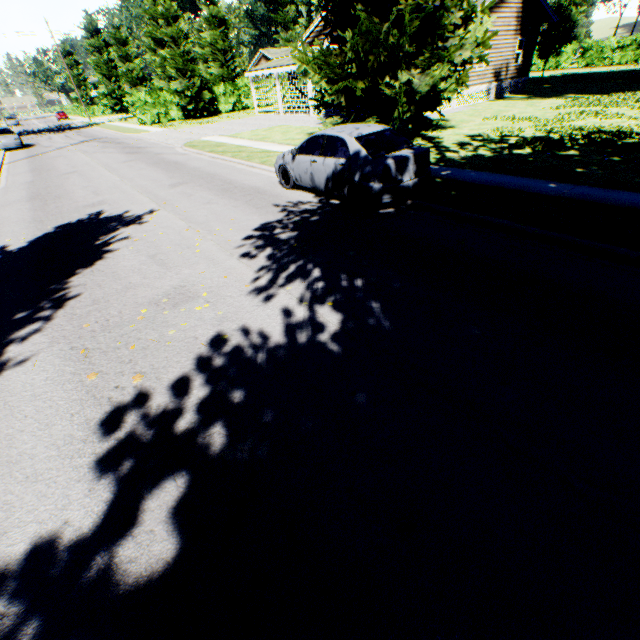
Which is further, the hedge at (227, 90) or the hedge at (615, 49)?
the hedge at (615, 49)

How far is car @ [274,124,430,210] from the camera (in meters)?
7.14

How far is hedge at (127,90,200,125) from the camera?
33.4m

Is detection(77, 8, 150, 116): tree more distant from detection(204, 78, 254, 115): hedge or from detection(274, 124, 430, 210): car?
detection(274, 124, 430, 210): car

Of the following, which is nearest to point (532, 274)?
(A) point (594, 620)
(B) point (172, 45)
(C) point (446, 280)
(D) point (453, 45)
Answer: (C) point (446, 280)

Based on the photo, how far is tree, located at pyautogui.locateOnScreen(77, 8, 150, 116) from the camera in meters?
38.7 m

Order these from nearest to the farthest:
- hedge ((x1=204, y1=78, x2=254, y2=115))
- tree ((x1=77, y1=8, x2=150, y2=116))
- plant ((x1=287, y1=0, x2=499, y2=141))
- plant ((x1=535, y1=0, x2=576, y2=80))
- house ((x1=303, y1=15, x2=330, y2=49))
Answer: plant ((x1=287, y1=0, x2=499, y2=141)) < house ((x1=303, y1=15, x2=330, y2=49)) < plant ((x1=535, y1=0, x2=576, y2=80)) < hedge ((x1=204, y1=78, x2=254, y2=115)) < tree ((x1=77, y1=8, x2=150, y2=116))

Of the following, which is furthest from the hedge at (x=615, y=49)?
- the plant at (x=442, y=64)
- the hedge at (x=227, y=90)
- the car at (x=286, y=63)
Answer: the hedge at (x=227, y=90)
